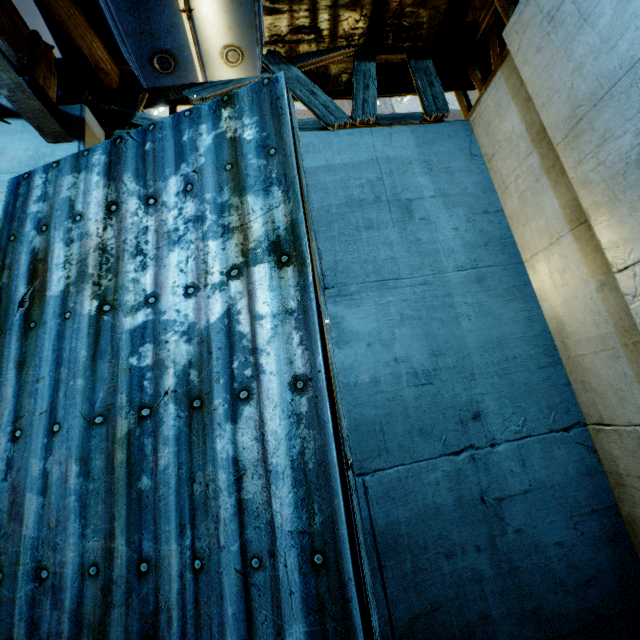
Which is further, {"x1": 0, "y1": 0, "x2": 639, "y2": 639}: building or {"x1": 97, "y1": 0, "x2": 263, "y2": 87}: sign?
{"x1": 0, "y1": 0, "x2": 639, "y2": 639}: building

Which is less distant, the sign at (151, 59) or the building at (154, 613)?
the sign at (151, 59)

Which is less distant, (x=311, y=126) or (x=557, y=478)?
(x=557, y=478)
